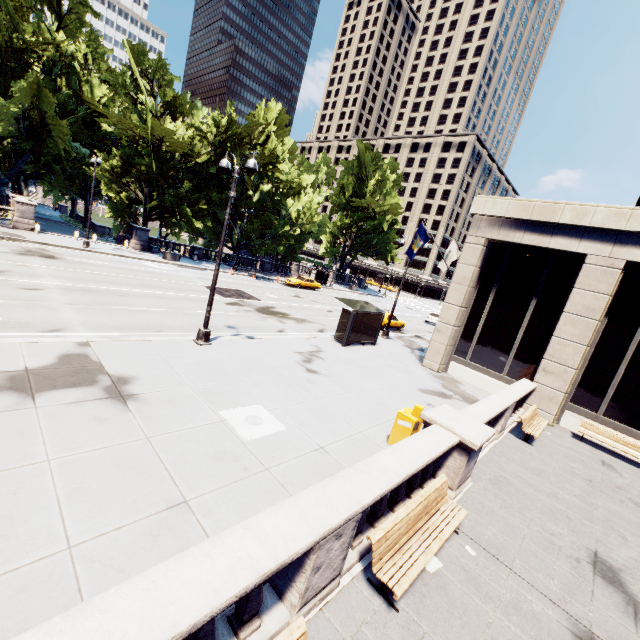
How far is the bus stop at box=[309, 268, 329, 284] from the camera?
47.16m

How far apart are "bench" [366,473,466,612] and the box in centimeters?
187cm

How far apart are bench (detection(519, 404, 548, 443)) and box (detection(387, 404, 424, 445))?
5.6 meters

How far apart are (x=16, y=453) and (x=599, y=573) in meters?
11.7

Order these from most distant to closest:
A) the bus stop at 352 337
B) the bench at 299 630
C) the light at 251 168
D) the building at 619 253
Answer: the bus stop at 352 337 < the building at 619 253 < the light at 251 168 < the bench at 299 630

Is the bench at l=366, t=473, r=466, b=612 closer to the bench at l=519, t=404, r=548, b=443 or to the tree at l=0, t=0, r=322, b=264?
the bench at l=519, t=404, r=548, b=443

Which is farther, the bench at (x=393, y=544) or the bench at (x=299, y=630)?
the bench at (x=393, y=544)

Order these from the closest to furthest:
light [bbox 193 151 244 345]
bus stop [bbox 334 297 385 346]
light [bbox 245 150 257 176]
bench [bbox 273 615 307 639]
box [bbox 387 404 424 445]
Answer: bench [bbox 273 615 307 639], box [bbox 387 404 424 445], light [bbox 245 150 257 176], light [bbox 193 151 244 345], bus stop [bbox 334 297 385 346]
